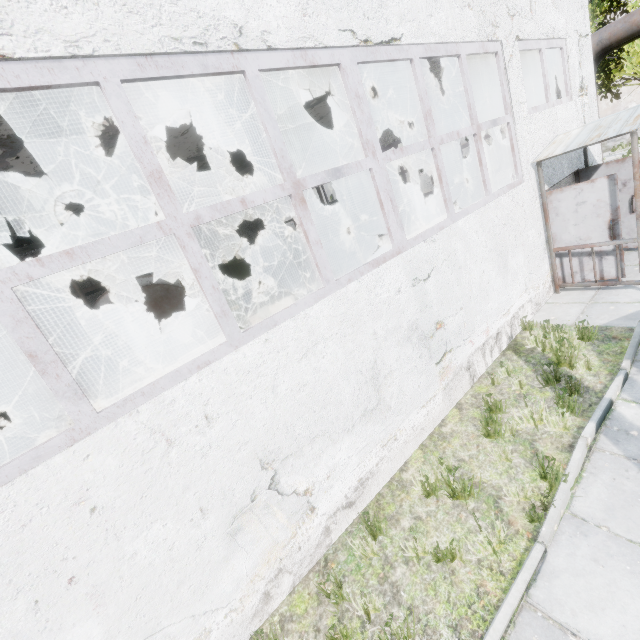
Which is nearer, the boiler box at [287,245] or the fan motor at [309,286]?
the fan motor at [309,286]

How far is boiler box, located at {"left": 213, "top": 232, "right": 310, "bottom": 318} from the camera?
12.35m

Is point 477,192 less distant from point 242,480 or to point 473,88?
point 473,88

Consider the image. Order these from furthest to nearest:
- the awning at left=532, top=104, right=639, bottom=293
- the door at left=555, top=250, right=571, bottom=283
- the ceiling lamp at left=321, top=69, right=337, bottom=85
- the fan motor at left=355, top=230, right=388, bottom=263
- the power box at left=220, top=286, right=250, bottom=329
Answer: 1. the fan motor at left=355, top=230, right=388, bottom=263
2. the power box at left=220, top=286, right=250, bottom=329
3. the ceiling lamp at left=321, top=69, right=337, bottom=85
4. the door at left=555, top=250, right=571, bottom=283
5. the awning at left=532, top=104, right=639, bottom=293

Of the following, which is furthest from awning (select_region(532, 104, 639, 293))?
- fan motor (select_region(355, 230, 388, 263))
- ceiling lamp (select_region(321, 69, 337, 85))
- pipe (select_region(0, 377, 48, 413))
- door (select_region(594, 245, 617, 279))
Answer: pipe (select_region(0, 377, 48, 413))

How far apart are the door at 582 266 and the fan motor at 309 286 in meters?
6.7

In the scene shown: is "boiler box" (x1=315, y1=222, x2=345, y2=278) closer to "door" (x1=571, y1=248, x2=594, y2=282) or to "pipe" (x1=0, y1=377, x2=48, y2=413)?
"pipe" (x1=0, y1=377, x2=48, y2=413)

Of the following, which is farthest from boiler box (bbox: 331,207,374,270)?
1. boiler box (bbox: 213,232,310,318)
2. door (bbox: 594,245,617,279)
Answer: door (bbox: 594,245,617,279)
